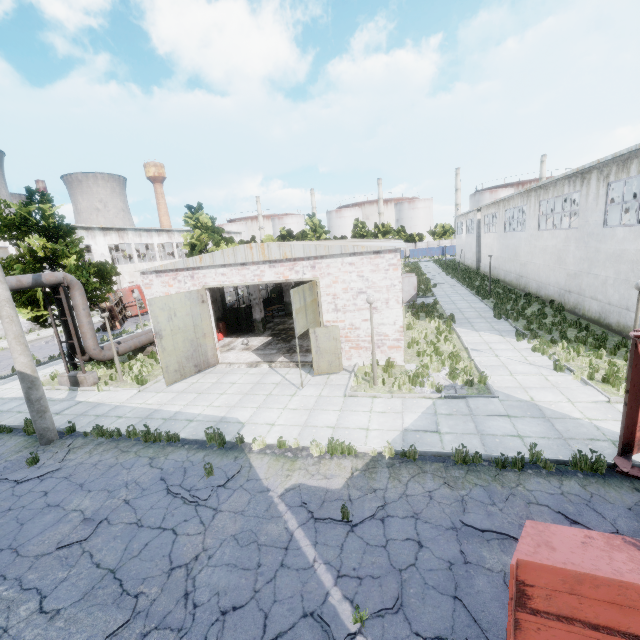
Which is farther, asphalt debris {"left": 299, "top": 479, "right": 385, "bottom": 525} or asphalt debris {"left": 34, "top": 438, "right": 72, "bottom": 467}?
asphalt debris {"left": 34, "top": 438, "right": 72, "bottom": 467}

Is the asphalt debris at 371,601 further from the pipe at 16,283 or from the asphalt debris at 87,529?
the pipe at 16,283

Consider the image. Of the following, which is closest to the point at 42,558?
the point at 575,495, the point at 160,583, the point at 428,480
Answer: the point at 160,583

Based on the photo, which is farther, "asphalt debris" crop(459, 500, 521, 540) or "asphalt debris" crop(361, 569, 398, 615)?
"asphalt debris" crop(459, 500, 521, 540)

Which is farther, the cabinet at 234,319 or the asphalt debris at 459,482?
the cabinet at 234,319

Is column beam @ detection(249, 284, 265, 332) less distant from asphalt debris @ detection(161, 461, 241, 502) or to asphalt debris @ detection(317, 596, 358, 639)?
asphalt debris @ detection(161, 461, 241, 502)

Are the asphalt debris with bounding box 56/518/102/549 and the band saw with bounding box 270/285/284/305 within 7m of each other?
no

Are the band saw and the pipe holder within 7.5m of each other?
no
